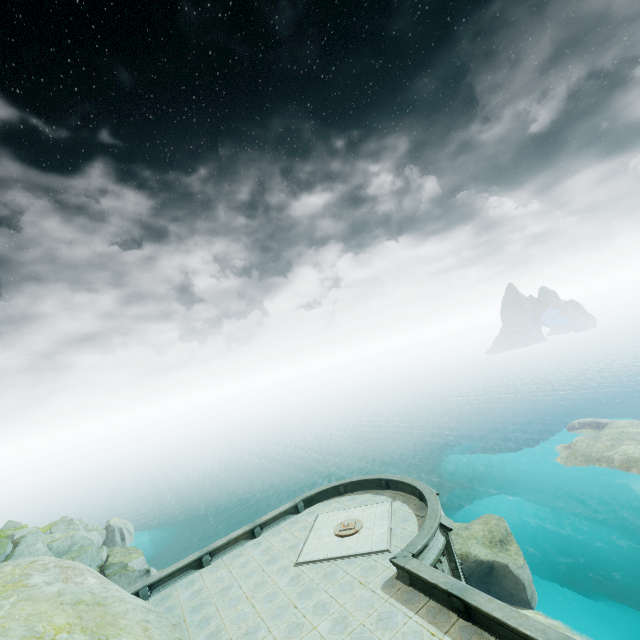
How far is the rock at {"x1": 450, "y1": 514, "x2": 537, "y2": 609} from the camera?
23.6m

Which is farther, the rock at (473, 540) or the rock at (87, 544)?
the rock at (473, 540)

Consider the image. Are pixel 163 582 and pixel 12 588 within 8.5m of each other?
yes

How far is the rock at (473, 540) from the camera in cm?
2362

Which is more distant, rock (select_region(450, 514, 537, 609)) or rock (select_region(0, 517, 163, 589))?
rock (select_region(450, 514, 537, 609))
